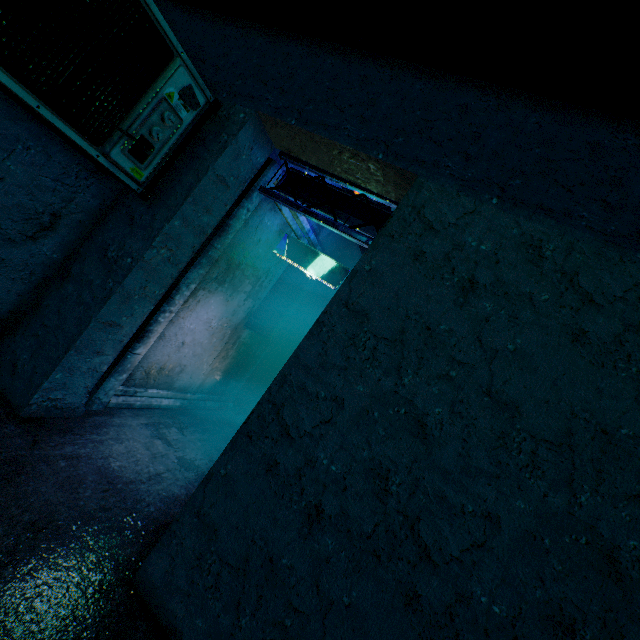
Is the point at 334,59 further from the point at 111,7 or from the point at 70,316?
the point at 70,316

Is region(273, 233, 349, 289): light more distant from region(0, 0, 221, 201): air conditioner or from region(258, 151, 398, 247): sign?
region(0, 0, 221, 201): air conditioner

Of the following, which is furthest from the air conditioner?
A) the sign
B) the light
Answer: the light

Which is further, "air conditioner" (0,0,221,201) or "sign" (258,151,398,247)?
"sign" (258,151,398,247)

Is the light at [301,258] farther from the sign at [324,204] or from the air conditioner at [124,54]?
the air conditioner at [124,54]

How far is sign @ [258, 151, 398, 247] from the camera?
2.8 meters

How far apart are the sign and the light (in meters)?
0.83
